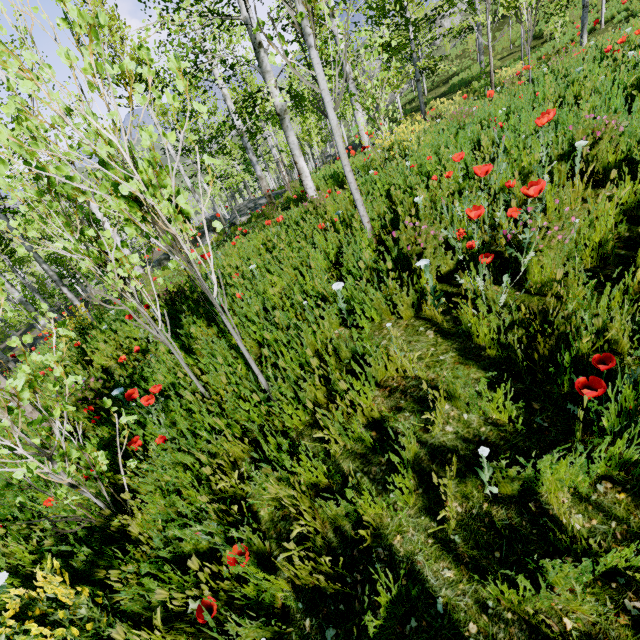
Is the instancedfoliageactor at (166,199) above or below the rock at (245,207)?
above

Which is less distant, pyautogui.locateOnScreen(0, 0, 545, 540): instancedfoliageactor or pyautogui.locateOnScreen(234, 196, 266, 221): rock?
pyautogui.locateOnScreen(0, 0, 545, 540): instancedfoliageactor

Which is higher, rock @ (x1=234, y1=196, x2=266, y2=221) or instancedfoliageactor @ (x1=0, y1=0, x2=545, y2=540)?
instancedfoliageactor @ (x1=0, y1=0, x2=545, y2=540)

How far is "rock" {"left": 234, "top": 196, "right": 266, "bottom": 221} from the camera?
20.20m

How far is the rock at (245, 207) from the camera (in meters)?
20.20

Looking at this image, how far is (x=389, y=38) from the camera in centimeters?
870cm
